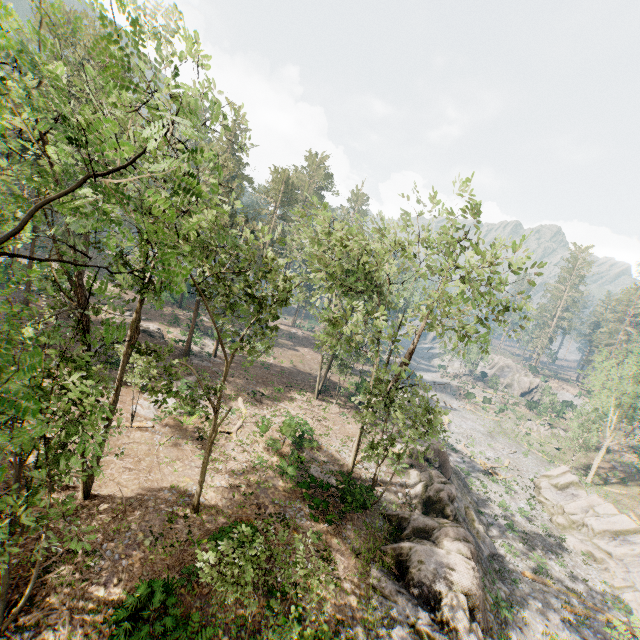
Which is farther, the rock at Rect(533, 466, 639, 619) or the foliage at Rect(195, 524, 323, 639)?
the rock at Rect(533, 466, 639, 619)

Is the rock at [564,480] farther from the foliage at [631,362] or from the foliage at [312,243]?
the foliage at [631,362]

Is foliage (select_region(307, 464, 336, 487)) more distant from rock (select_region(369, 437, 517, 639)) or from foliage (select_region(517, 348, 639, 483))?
foliage (select_region(517, 348, 639, 483))

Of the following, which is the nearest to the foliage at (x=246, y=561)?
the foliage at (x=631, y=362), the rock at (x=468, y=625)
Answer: the rock at (x=468, y=625)

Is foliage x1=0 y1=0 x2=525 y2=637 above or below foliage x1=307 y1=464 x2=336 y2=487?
above

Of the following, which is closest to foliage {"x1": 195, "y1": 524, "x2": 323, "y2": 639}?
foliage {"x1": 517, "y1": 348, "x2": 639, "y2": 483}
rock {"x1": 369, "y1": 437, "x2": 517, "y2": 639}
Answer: rock {"x1": 369, "y1": 437, "x2": 517, "y2": 639}

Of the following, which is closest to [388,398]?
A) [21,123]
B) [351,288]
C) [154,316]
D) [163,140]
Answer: [351,288]
